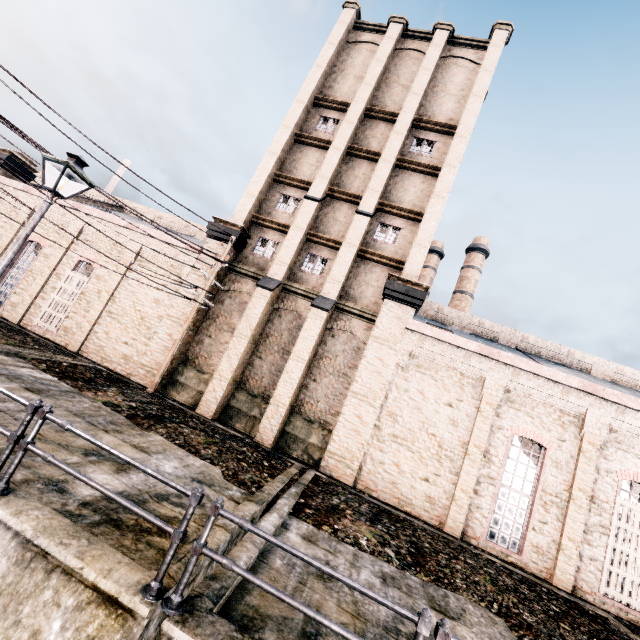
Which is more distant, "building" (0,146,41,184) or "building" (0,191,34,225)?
"building" (0,146,41,184)

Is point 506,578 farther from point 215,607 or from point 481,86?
point 481,86

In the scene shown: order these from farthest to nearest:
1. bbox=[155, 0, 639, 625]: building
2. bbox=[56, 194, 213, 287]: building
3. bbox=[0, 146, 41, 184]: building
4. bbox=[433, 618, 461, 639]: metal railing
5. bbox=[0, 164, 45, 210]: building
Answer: bbox=[0, 146, 41, 184]: building
bbox=[0, 164, 45, 210]: building
bbox=[56, 194, 213, 287]: building
bbox=[155, 0, 639, 625]: building
bbox=[433, 618, 461, 639]: metal railing

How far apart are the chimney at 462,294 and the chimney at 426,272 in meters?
2.5

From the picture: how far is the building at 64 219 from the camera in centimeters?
1842cm

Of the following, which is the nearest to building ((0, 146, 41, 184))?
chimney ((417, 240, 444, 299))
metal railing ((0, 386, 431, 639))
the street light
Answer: the street light

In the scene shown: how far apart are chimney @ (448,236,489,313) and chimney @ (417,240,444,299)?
2.5m
